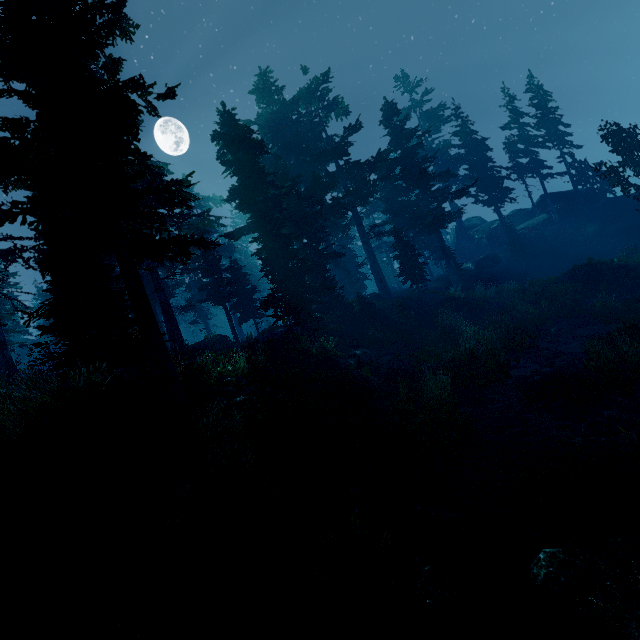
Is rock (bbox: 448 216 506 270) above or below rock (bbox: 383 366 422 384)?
above

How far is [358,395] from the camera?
13.0m

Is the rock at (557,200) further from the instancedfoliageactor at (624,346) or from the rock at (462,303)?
the rock at (462,303)

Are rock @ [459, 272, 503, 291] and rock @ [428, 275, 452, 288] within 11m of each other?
yes

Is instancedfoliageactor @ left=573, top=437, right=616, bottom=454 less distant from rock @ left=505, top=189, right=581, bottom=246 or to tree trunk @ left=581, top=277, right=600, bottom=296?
rock @ left=505, top=189, right=581, bottom=246

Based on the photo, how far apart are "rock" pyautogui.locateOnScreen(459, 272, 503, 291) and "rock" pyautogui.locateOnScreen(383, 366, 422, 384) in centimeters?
1944cm

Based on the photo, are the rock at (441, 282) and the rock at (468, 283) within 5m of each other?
yes

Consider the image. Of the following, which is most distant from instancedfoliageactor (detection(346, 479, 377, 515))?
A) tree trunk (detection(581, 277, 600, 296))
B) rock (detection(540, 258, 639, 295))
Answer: tree trunk (detection(581, 277, 600, 296))
